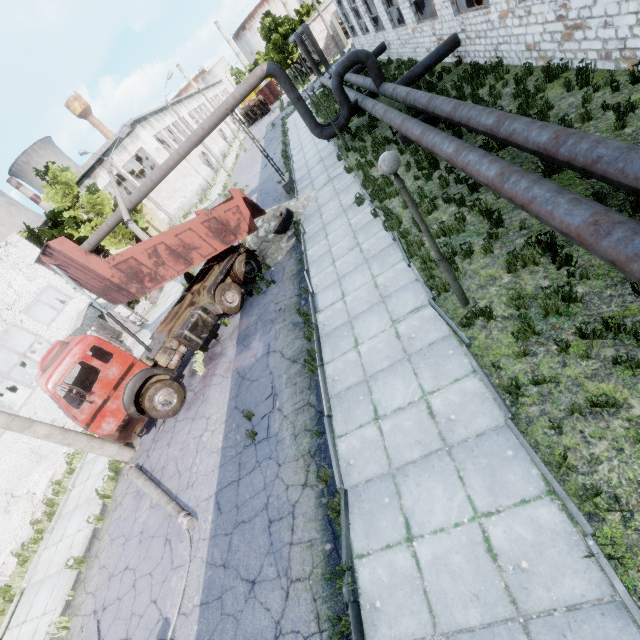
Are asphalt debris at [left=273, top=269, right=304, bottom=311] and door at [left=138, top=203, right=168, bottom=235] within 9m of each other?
no

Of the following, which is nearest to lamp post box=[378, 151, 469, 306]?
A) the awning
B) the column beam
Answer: the awning

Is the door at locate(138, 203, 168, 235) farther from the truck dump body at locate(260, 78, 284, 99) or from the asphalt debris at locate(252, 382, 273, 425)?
the asphalt debris at locate(252, 382, 273, 425)

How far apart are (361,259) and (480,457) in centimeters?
653cm

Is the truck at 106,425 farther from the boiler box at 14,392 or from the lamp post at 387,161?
the boiler box at 14,392

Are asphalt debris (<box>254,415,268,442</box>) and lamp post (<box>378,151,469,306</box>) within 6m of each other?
yes

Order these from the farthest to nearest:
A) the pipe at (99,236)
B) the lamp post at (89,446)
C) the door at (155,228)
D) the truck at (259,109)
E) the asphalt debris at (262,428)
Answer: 1. the truck at (259,109)
2. the door at (155,228)
3. the pipe at (99,236)
4. the lamp post at (89,446)
5. the asphalt debris at (262,428)

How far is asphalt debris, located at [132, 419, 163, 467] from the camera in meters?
10.5
